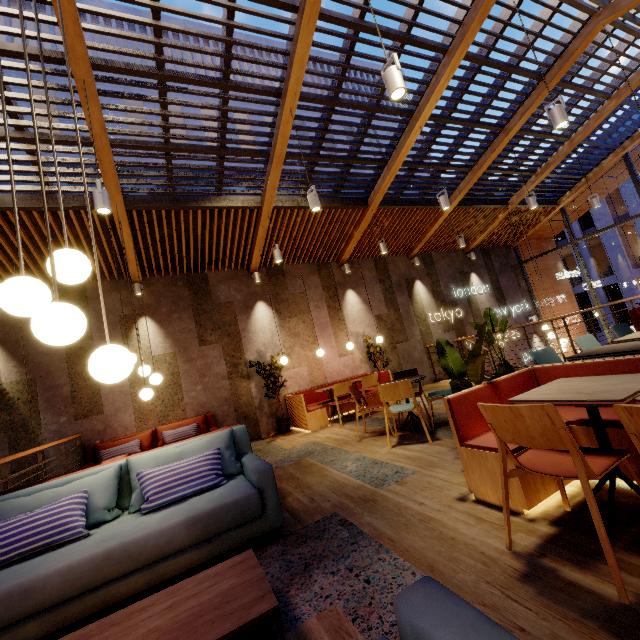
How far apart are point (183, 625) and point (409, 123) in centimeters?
750cm

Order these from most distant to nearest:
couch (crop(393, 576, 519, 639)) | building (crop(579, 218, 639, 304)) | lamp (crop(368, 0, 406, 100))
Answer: building (crop(579, 218, 639, 304))
lamp (crop(368, 0, 406, 100))
couch (crop(393, 576, 519, 639))

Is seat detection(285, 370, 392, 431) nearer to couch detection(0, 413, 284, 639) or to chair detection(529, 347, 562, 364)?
couch detection(0, 413, 284, 639)

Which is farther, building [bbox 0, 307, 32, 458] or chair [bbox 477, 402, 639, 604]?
building [bbox 0, 307, 32, 458]

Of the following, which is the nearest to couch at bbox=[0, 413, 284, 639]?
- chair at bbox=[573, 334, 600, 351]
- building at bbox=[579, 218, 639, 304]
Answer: Result: chair at bbox=[573, 334, 600, 351]

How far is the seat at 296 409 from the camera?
6.9m

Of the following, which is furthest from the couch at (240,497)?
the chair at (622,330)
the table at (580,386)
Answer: the chair at (622,330)

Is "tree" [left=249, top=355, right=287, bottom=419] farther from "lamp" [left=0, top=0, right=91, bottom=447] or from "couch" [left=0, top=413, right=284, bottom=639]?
"lamp" [left=0, top=0, right=91, bottom=447]
